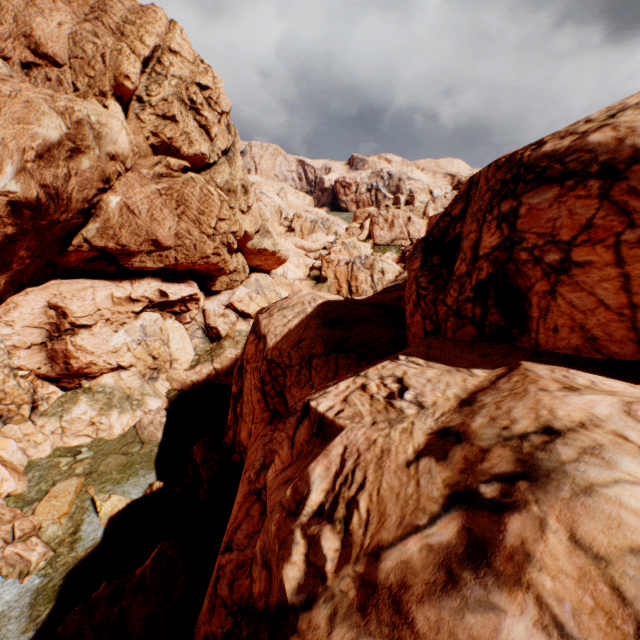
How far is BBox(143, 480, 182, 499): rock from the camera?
20.8m

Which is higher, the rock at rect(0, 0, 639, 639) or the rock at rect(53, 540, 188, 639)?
the rock at rect(0, 0, 639, 639)

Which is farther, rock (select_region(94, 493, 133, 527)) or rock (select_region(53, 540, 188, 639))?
rock (select_region(94, 493, 133, 527))

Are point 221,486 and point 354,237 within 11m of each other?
no

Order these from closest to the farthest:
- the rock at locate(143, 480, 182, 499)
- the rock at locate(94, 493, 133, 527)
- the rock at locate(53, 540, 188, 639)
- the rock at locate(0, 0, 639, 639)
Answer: the rock at locate(0, 0, 639, 639)
the rock at locate(53, 540, 188, 639)
the rock at locate(94, 493, 133, 527)
the rock at locate(143, 480, 182, 499)

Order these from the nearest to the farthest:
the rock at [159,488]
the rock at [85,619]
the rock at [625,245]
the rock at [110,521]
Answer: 1. the rock at [625,245]
2. the rock at [85,619]
3. the rock at [110,521]
4. the rock at [159,488]

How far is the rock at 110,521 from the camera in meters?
19.2 m
